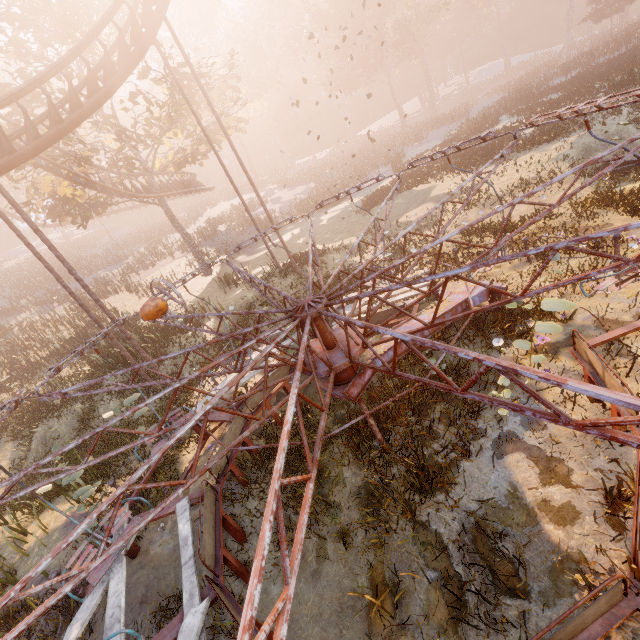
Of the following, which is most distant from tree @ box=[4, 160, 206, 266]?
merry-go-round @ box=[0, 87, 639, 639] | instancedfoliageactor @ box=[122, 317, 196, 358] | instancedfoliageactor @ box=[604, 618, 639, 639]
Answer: instancedfoliageactor @ box=[604, 618, 639, 639]

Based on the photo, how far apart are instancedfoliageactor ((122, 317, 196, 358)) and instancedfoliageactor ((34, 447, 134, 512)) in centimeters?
769cm

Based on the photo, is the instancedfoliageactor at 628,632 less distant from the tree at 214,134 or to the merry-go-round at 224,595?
the merry-go-round at 224,595

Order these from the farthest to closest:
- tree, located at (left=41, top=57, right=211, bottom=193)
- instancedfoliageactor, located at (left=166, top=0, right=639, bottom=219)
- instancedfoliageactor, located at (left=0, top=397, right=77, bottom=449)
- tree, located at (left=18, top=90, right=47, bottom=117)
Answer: instancedfoliageactor, located at (left=166, top=0, right=639, bottom=219) → tree, located at (left=41, top=57, right=211, bottom=193) → tree, located at (left=18, top=90, right=47, bottom=117) → instancedfoliageactor, located at (left=0, top=397, right=77, bottom=449)

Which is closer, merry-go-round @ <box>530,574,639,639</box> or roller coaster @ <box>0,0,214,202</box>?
merry-go-round @ <box>530,574,639,639</box>

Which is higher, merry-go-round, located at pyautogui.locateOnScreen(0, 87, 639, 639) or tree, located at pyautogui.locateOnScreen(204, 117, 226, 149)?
tree, located at pyautogui.locateOnScreen(204, 117, 226, 149)

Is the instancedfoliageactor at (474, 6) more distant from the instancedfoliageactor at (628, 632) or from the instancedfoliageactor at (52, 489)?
the instancedfoliageactor at (52, 489)

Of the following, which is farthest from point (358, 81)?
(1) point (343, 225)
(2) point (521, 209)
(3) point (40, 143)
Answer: (3) point (40, 143)
